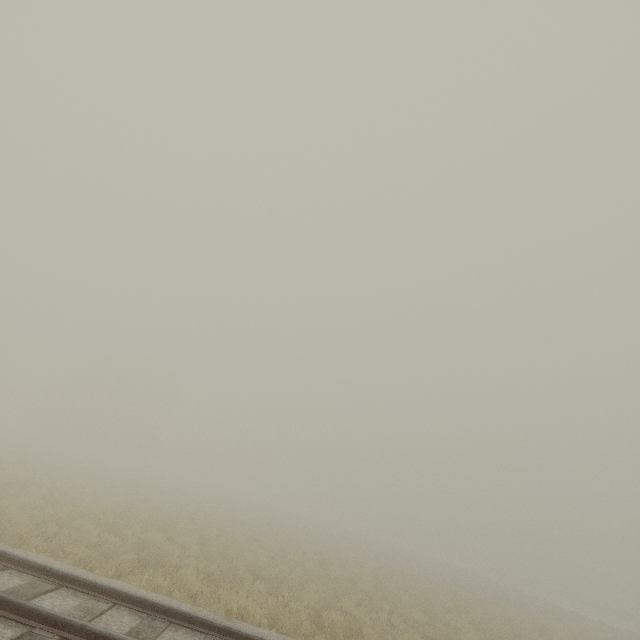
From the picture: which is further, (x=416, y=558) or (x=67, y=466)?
(x=416, y=558)
